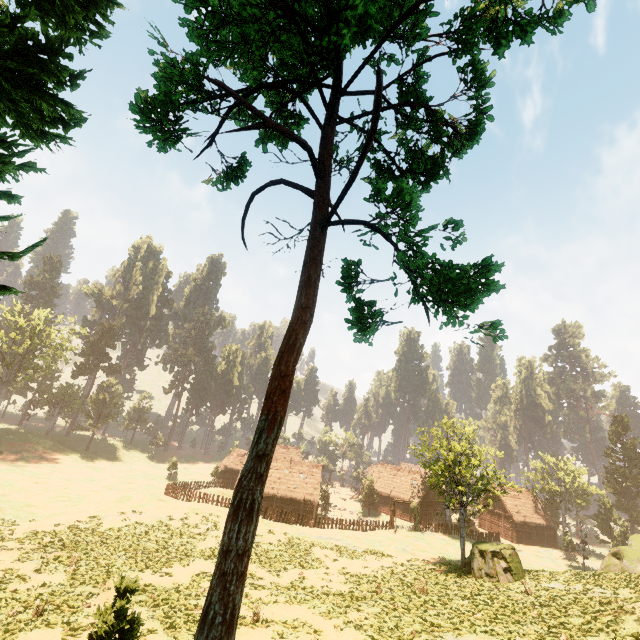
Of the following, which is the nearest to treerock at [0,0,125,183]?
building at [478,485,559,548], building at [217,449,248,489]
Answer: building at [217,449,248,489]

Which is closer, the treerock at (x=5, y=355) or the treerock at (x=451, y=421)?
the treerock at (x=451, y=421)

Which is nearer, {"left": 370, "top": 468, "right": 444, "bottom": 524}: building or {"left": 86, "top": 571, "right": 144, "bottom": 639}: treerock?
{"left": 86, "top": 571, "right": 144, "bottom": 639}: treerock

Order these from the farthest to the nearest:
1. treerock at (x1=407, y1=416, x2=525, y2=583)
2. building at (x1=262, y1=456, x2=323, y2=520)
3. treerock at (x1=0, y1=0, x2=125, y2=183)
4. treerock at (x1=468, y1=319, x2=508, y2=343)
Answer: building at (x1=262, y1=456, x2=323, y2=520) < treerock at (x1=407, y1=416, x2=525, y2=583) < treerock at (x1=0, y1=0, x2=125, y2=183) < treerock at (x1=468, y1=319, x2=508, y2=343)

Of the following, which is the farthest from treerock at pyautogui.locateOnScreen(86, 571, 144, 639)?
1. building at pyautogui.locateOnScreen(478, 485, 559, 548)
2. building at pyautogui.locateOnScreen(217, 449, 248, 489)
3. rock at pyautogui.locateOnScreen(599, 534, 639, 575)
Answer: rock at pyautogui.locateOnScreen(599, 534, 639, 575)

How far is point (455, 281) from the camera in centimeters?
770cm

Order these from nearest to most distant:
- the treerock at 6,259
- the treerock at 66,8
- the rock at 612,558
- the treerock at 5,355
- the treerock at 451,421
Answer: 1. the treerock at 66,8
2. the treerock at 6,259
3. the treerock at 451,421
4. the rock at 612,558
5. the treerock at 5,355
